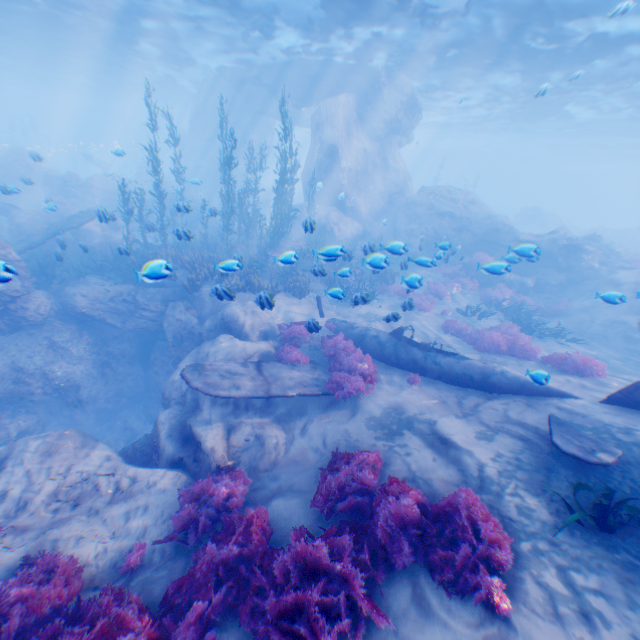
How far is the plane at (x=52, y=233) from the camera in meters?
13.6 m

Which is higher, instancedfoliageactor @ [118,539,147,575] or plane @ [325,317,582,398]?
plane @ [325,317,582,398]

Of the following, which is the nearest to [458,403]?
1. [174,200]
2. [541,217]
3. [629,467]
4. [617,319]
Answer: [629,467]

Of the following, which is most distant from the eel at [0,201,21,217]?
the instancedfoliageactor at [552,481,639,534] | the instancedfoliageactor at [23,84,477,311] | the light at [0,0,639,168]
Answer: the instancedfoliageactor at [552,481,639,534]

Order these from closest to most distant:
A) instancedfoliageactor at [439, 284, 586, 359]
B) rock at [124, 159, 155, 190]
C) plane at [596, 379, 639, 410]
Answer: plane at [596, 379, 639, 410] < instancedfoliageactor at [439, 284, 586, 359] < rock at [124, 159, 155, 190]

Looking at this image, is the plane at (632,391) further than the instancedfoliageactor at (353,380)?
No

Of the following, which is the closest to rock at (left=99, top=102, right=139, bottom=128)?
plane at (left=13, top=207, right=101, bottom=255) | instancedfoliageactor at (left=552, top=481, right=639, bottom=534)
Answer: plane at (left=13, top=207, right=101, bottom=255)

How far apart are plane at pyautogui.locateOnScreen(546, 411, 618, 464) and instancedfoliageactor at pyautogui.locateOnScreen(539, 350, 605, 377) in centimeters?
338cm
